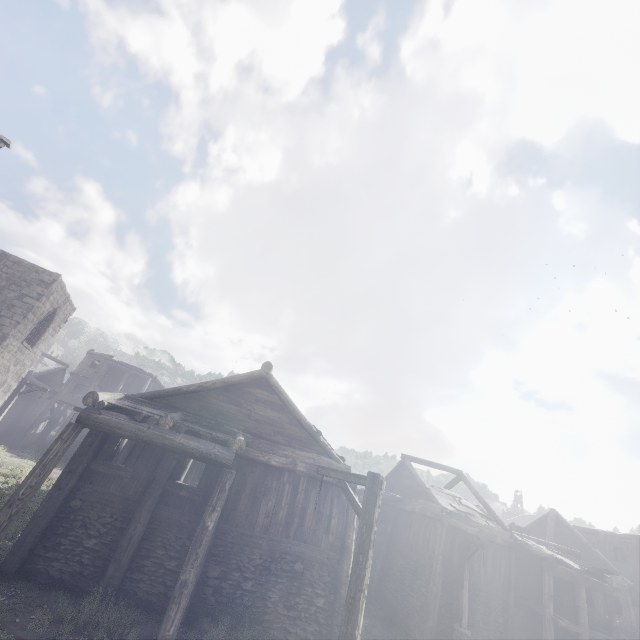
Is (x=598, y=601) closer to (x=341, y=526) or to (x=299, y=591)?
(x=341, y=526)

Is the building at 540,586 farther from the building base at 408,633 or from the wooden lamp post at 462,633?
the wooden lamp post at 462,633

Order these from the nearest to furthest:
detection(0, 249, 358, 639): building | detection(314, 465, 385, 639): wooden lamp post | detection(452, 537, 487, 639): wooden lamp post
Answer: detection(314, 465, 385, 639): wooden lamp post → detection(0, 249, 358, 639): building → detection(452, 537, 487, 639): wooden lamp post

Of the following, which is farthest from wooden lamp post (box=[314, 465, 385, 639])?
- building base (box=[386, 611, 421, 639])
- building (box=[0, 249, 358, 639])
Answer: building base (box=[386, 611, 421, 639])

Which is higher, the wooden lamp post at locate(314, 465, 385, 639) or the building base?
the wooden lamp post at locate(314, 465, 385, 639)

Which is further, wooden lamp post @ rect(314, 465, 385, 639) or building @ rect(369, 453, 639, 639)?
building @ rect(369, 453, 639, 639)

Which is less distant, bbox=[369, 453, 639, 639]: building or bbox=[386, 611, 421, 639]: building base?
bbox=[386, 611, 421, 639]: building base

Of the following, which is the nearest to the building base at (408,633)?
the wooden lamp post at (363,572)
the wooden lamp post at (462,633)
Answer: the wooden lamp post at (462,633)
